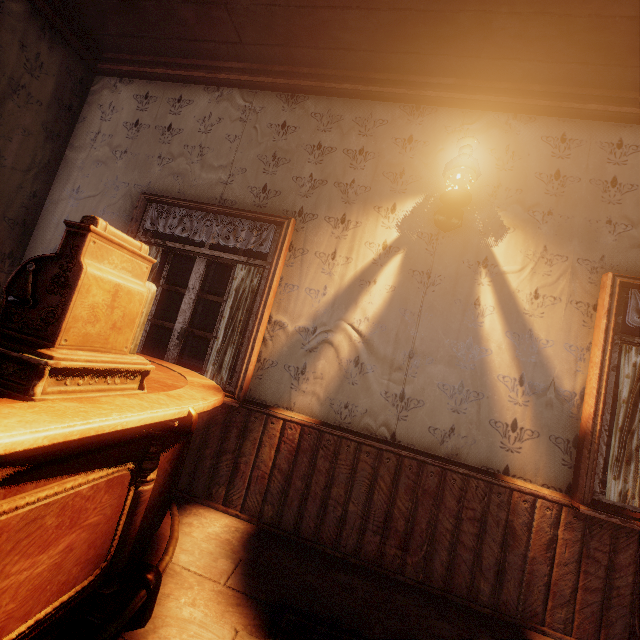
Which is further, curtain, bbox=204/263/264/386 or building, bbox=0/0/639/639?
curtain, bbox=204/263/264/386

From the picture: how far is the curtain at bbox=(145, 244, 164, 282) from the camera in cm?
296

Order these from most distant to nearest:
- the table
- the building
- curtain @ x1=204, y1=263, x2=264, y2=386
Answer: curtain @ x1=204, y1=263, x2=264, y2=386 < the building < the table

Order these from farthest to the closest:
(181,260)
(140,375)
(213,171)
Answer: (181,260) → (213,171) → (140,375)

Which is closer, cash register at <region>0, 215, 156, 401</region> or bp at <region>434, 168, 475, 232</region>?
cash register at <region>0, 215, 156, 401</region>

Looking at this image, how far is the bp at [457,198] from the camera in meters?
2.4

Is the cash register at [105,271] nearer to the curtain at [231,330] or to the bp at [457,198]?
the curtain at [231,330]
